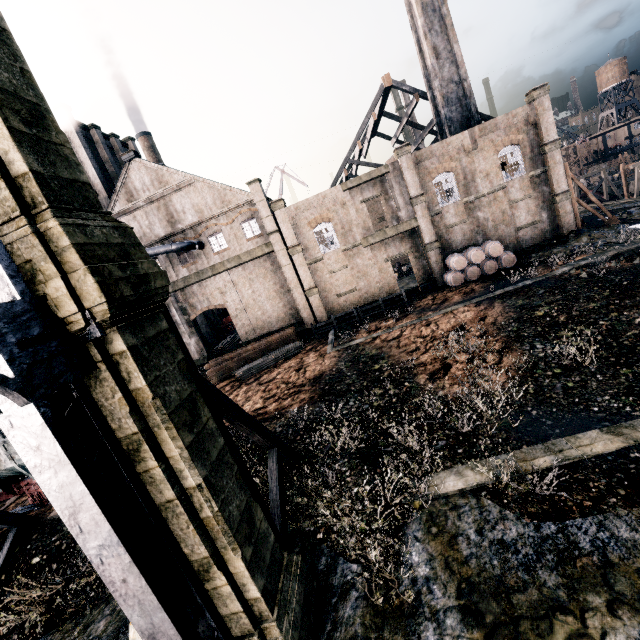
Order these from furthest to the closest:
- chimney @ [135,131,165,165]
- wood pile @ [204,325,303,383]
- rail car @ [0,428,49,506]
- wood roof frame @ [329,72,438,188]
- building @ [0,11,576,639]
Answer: chimney @ [135,131,165,165]
wood roof frame @ [329,72,438,188]
wood pile @ [204,325,303,383]
rail car @ [0,428,49,506]
building @ [0,11,576,639]

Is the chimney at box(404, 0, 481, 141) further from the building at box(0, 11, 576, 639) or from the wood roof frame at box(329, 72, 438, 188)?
the building at box(0, 11, 576, 639)

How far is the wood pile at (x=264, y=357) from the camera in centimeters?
2770cm

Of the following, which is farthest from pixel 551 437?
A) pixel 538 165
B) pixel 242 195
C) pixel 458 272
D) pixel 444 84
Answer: pixel 444 84

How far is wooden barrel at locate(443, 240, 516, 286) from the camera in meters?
28.4 m

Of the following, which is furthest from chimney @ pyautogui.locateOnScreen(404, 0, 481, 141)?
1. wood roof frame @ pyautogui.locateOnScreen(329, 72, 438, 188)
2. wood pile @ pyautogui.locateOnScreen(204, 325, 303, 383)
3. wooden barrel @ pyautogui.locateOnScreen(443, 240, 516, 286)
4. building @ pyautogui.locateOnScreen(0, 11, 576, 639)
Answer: building @ pyautogui.locateOnScreen(0, 11, 576, 639)

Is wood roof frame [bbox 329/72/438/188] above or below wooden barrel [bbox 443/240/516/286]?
above

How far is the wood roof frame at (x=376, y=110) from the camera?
35.5 meters
